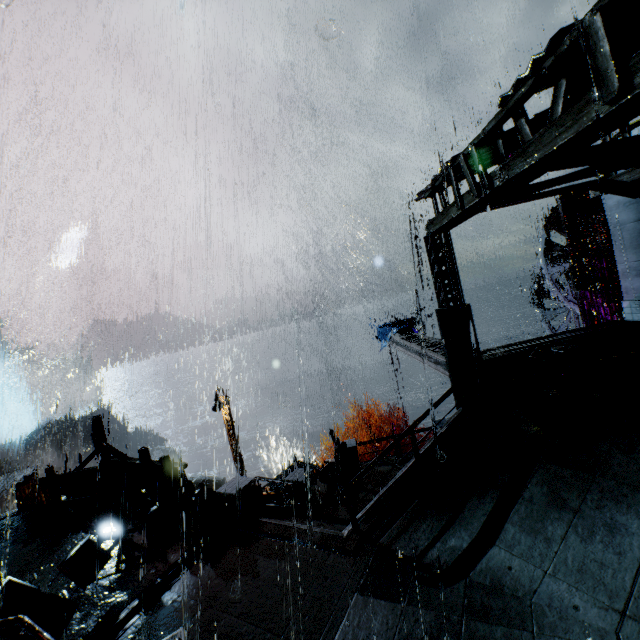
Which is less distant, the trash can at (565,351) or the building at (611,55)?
the building at (611,55)

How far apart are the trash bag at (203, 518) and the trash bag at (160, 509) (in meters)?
0.75

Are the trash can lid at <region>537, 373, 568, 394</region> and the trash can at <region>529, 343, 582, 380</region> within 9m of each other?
yes

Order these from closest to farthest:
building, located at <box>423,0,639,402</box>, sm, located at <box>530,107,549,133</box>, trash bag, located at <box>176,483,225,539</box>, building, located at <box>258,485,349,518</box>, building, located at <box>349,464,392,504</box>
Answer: building, located at <box>423,0,639,402</box> < sm, located at <box>530,107,549,133</box> < trash bag, located at <box>176,483,225,539</box> < building, located at <box>258,485,349,518</box> < building, located at <box>349,464,392,504</box>

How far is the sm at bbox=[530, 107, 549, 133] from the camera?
7.9 meters

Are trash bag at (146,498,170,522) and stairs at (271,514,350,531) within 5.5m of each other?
yes

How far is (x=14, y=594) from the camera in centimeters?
672cm

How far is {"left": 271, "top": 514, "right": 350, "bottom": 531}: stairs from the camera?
9.6 meters
